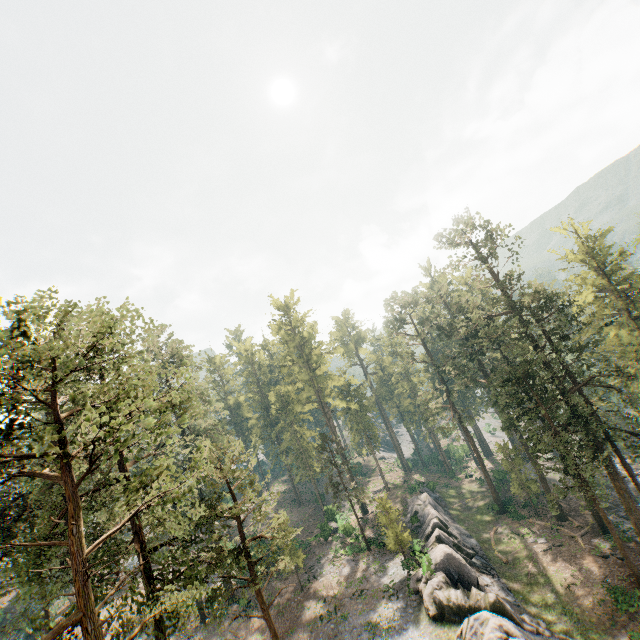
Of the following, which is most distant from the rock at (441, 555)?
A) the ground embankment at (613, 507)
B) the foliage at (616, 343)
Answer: the ground embankment at (613, 507)

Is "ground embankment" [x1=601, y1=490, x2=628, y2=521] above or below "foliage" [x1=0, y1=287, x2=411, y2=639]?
below

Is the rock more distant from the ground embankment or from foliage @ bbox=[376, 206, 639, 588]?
the ground embankment

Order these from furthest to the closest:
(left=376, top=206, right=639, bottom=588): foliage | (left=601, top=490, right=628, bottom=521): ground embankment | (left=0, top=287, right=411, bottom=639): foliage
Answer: (left=601, top=490, right=628, bottom=521): ground embankment
(left=376, top=206, right=639, bottom=588): foliage
(left=0, top=287, right=411, bottom=639): foliage

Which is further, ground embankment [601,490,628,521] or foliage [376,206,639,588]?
ground embankment [601,490,628,521]

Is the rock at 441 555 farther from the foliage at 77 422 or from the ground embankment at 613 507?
the ground embankment at 613 507

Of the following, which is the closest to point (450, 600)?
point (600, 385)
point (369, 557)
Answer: point (369, 557)

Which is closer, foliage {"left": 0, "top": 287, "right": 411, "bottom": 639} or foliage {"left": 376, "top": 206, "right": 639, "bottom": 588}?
foliage {"left": 0, "top": 287, "right": 411, "bottom": 639}
